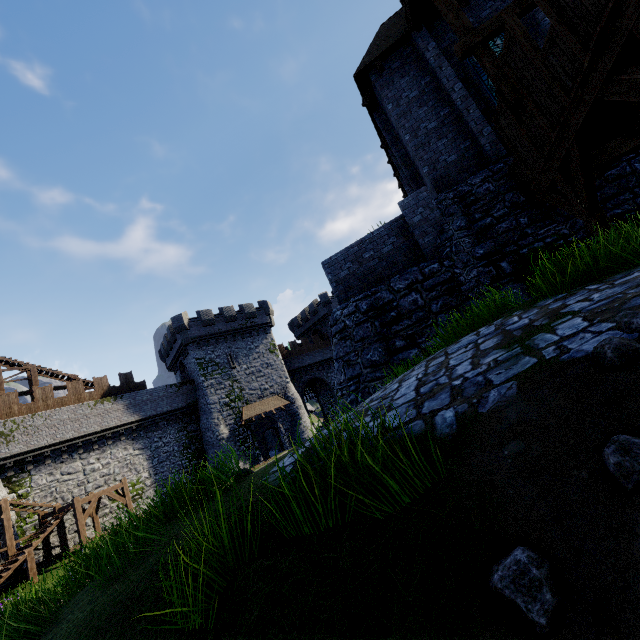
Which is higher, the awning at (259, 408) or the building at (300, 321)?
the building at (300, 321)

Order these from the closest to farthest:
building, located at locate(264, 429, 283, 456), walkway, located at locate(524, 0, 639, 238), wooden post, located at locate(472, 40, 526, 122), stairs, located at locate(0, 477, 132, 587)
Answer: walkway, located at locate(524, 0, 639, 238) < wooden post, located at locate(472, 40, 526, 122) < stairs, located at locate(0, 477, 132, 587) < building, located at locate(264, 429, 283, 456)

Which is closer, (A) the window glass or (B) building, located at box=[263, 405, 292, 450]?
(A) the window glass

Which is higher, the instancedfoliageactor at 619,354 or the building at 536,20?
the building at 536,20

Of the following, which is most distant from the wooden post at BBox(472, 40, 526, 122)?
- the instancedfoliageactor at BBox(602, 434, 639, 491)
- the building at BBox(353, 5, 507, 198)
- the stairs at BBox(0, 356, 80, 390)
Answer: the stairs at BBox(0, 356, 80, 390)

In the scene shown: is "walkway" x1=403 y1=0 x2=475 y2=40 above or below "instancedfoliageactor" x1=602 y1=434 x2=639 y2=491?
above

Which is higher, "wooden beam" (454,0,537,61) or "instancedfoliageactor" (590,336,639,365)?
"wooden beam" (454,0,537,61)

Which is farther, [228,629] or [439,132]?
[439,132]
